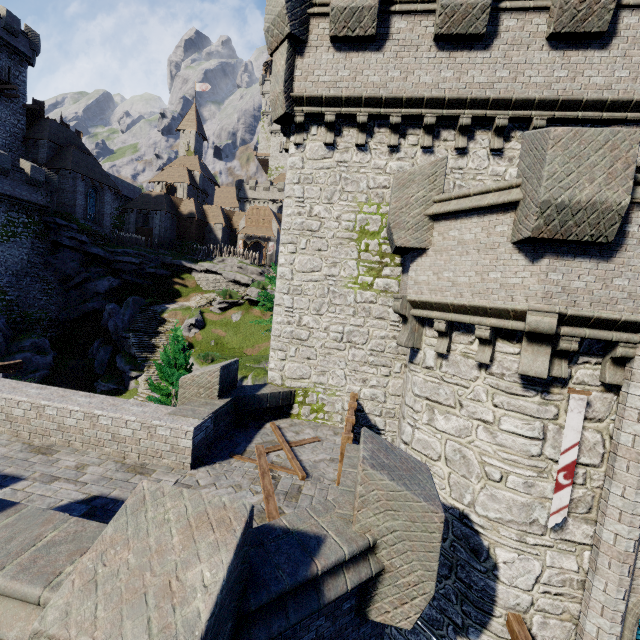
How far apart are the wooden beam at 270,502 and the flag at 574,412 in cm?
507

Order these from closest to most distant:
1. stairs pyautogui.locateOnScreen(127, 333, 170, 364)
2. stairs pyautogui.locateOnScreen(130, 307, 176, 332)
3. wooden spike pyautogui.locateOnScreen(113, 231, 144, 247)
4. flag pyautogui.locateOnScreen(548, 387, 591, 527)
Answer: flag pyautogui.locateOnScreen(548, 387, 591, 527) < stairs pyautogui.locateOnScreen(127, 333, 170, 364) < stairs pyautogui.locateOnScreen(130, 307, 176, 332) < wooden spike pyautogui.locateOnScreen(113, 231, 144, 247)

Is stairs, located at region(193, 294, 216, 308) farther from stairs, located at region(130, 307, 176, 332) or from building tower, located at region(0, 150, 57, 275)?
building tower, located at region(0, 150, 57, 275)

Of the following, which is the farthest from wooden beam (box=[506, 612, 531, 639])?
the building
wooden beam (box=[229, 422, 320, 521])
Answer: the building

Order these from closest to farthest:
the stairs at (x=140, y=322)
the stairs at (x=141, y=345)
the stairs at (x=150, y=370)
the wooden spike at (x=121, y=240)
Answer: the stairs at (x=150, y=370)
the stairs at (x=141, y=345)
the stairs at (x=140, y=322)
the wooden spike at (x=121, y=240)

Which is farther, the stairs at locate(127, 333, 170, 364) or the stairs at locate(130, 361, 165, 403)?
the stairs at locate(127, 333, 170, 364)

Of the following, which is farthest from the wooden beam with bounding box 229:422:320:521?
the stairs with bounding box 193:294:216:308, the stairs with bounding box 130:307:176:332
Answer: the stairs with bounding box 193:294:216:308

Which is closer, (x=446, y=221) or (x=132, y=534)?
(x=132, y=534)
